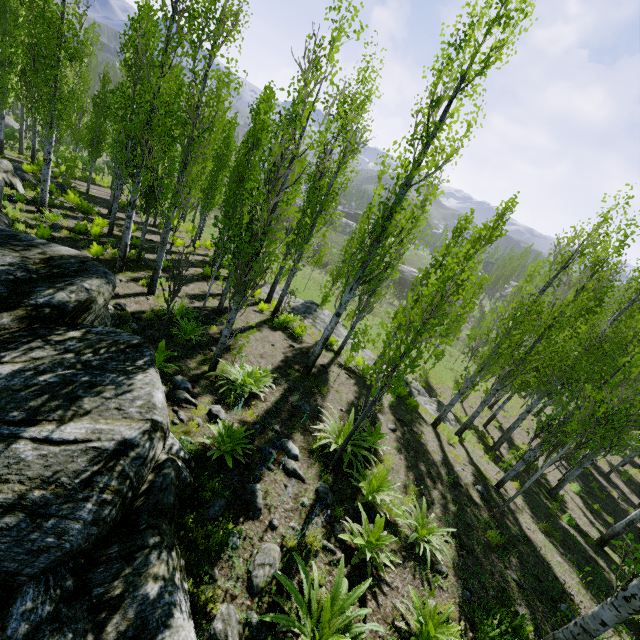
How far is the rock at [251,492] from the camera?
5.2m

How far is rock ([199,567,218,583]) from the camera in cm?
406

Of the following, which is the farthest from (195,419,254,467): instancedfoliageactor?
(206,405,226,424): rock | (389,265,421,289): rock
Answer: (389,265,421,289): rock

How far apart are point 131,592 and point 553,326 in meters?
13.3 m

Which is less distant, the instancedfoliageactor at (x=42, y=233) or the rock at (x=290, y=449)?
the rock at (x=290, y=449)

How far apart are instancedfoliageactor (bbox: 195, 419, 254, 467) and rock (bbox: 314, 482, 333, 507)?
1.8m

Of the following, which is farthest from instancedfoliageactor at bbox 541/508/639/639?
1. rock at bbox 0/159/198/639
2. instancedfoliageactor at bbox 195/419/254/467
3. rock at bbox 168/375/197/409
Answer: rock at bbox 168/375/197/409

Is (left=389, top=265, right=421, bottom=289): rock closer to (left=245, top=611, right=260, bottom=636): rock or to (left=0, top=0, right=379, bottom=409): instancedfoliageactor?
(left=0, top=0, right=379, bottom=409): instancedfoliageactor
